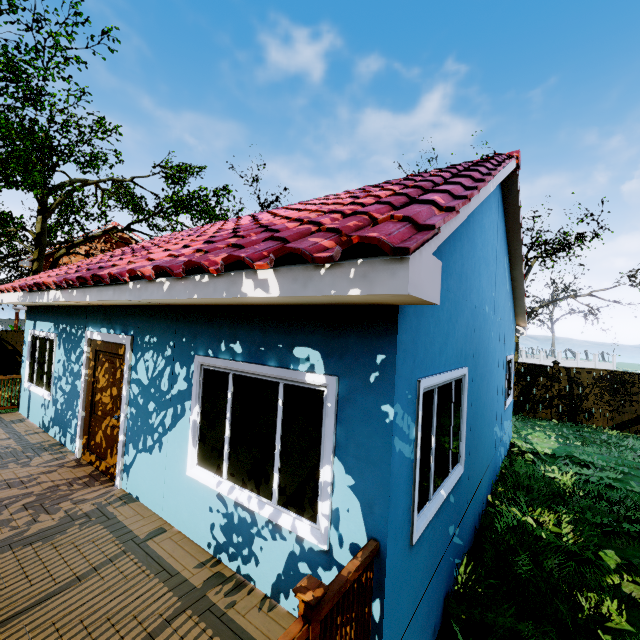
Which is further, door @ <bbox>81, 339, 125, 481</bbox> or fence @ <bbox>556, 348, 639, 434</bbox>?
fence @ <bbox>556, 348, 639, 434</bbox>

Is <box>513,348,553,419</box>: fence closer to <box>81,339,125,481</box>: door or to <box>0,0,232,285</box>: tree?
<box>0,0,232,285</box>: tree

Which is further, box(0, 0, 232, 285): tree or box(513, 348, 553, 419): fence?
box(513, 348, 553, 419): fence

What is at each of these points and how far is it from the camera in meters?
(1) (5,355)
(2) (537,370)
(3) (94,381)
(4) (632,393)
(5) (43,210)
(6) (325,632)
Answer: (1) fence, 16.6
(2) fence, 14.1
(3) door, 5.6
(4) fence, 12.4
(5) tree, 15.3
(6) wooden rail, 1.9

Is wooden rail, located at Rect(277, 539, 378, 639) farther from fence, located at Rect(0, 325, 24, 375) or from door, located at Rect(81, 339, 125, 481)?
fence, located at Rect(0, 325, 24, 375)

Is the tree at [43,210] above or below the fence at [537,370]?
above

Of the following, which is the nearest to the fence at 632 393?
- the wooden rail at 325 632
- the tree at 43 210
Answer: the tree at 43 210
